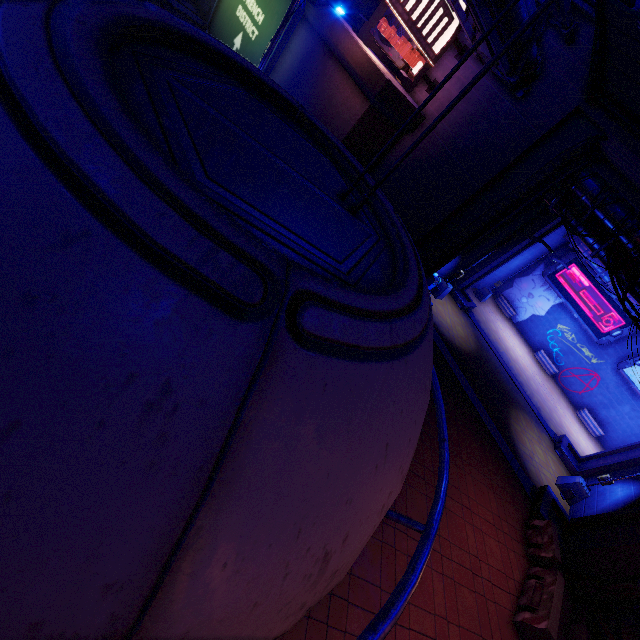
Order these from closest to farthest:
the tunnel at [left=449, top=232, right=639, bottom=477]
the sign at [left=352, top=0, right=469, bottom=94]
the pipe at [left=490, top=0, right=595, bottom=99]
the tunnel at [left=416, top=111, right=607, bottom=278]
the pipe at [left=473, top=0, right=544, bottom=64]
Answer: the pipe at [left=473, top=0, right=544, bottom=64]
the pipe at [left=490, top=0, right=595, bottom=99]
the sign at [left=352, top=0, right=469, bottom=94]
the tunnel at [left=416, top=111, right=607, bottom=278]
the tunnel at [left=449, top=232, right=639, bottom=477]

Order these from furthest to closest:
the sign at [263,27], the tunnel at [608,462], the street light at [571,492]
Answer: the tunnel at [608,462], the sign at [263,27], the street light at [571,492]

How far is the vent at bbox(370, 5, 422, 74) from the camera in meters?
14.3

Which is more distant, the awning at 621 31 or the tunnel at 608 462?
the tunnel at 608 462

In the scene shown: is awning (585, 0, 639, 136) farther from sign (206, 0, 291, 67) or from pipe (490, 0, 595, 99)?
sign (206, 0, 291, 67)

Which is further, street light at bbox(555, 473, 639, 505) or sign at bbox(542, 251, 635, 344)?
sign at bbox(542, 251, 635, 344)

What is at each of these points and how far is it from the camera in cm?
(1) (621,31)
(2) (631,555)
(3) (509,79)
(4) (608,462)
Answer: (1) awning, 794
(2) tunnel, 1081
(3) pipe, 1122
(4) tunnel, 1730

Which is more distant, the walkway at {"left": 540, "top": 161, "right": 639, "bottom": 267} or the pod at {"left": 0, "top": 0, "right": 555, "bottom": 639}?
the walkway at {"left": 540, "top": 161, "right": 639, "bottom": 267}
